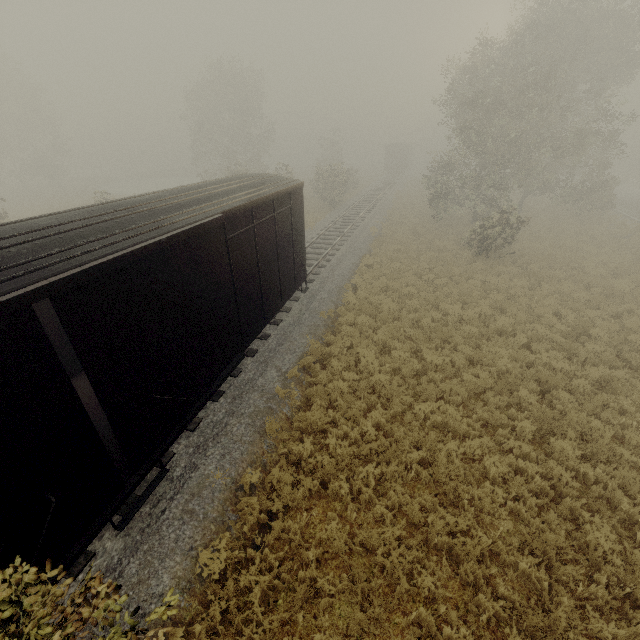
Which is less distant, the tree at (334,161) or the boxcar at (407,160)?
the tree at (334,161)

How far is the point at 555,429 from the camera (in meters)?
8.05

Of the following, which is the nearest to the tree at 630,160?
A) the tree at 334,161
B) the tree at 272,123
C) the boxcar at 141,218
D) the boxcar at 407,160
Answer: the tree at 334,161

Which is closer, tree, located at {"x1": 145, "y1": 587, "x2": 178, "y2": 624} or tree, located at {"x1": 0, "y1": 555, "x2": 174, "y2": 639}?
tree, located at {"x1": 0, "y1": 555, "x2": 174, "y2": 639}

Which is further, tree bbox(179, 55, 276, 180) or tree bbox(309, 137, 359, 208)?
tree bbox(179, 55, 276, 180)

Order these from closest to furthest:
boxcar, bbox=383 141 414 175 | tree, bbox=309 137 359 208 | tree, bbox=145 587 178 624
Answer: tree, bbox=145 587 178 624, tree, bbox=309 137 359 208, boxcar, bbox=383 141 414 175

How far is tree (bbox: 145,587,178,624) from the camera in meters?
2.9 m

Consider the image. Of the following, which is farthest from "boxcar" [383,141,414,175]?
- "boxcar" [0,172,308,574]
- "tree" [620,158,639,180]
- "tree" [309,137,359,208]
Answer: "boxcar" [0,172,308,574]
